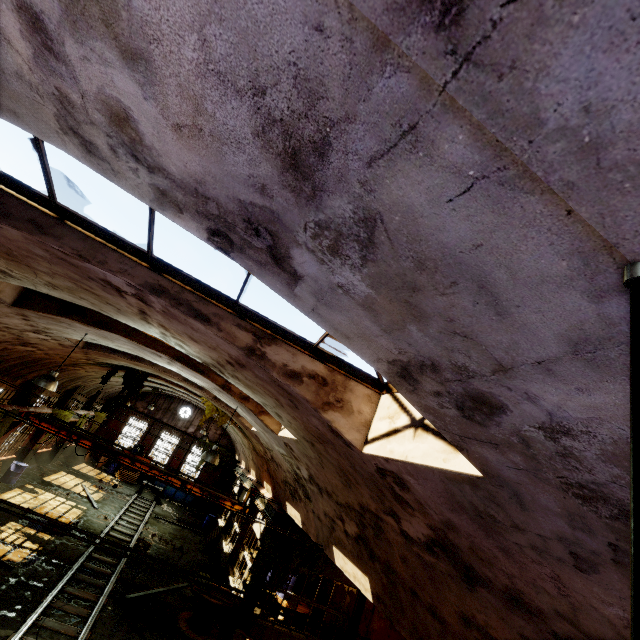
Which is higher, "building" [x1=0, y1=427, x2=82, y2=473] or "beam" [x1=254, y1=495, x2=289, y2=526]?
"beam" [x1=254, y1=495, x2=289, y2=526]

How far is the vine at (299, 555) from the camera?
12.92m

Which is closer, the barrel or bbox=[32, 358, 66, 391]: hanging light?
bbox=[32, 358, 66, 391]: hanging light

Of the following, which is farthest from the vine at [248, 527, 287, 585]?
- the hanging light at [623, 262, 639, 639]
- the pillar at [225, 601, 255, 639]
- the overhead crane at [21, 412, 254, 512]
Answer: the hanging light at [623, 262, 639, 639]

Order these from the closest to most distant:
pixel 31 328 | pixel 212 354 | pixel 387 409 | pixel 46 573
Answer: pixel 387 409, pixel 212 354, pixel 31 328, pixel 46 573

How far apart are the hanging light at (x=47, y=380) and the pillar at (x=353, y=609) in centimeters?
1442cm

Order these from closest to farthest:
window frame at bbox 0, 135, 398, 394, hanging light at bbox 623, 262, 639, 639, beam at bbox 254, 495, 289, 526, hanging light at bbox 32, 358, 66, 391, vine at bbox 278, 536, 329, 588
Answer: hanging light at bbox 623, 262, 639, 639 < window frame at bbox 0, 135, 398, 394 < hanging light at bbox 32, 358, 66, 391 < vine at bbox 278, 536, 329, 588 < beam at bbox 254, 495, 289, 526

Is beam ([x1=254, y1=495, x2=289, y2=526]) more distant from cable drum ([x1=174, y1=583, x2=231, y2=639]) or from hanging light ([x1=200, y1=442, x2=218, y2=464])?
hanging light ([x1=200, y1=442, x2=218, y2=464])
